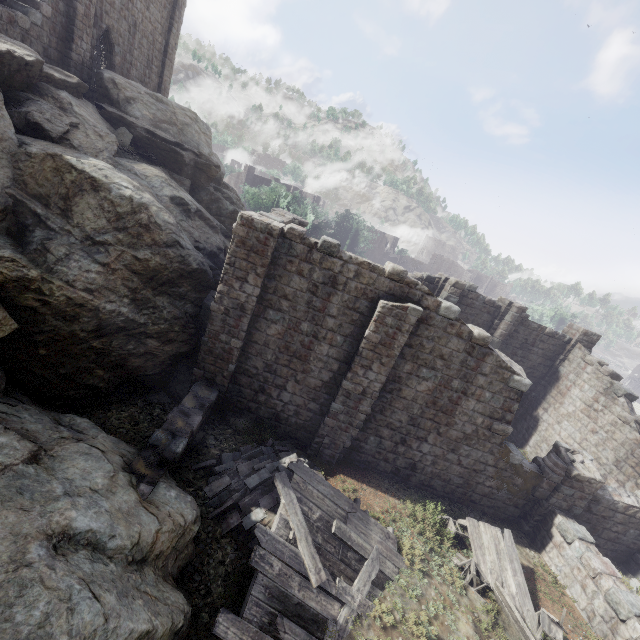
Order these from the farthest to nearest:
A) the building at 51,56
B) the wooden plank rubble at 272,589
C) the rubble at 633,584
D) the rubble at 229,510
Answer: the building at 51,56 < the rubble at 633,584 < the rubble at 229,510 < the wooden plank rubble at 272,589

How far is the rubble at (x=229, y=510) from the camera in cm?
834

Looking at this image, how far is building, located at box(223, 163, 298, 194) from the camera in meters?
50.9

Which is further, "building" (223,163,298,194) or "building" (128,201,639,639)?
"building" (223,163,298,194)

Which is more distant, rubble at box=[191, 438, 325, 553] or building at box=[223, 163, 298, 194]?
building at box=[223, 163, 298, 194]

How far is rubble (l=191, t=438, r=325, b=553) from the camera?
8.34m

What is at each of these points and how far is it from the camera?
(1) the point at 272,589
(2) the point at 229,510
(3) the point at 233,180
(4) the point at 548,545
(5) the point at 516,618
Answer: (1) wooden plank rubble, 6.8 meters
(2) rubble, 8.6 meters
(3) building, 53.9 meters
(4) building, 12.0 meters
(5) broken furniture, 8.6 meters

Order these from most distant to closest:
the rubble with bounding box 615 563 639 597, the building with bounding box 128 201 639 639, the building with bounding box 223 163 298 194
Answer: the building with bounding box 223 163 298 194
the rubble with bounding box 615 563 639 597
the building with bounding box 128 201 639 639
